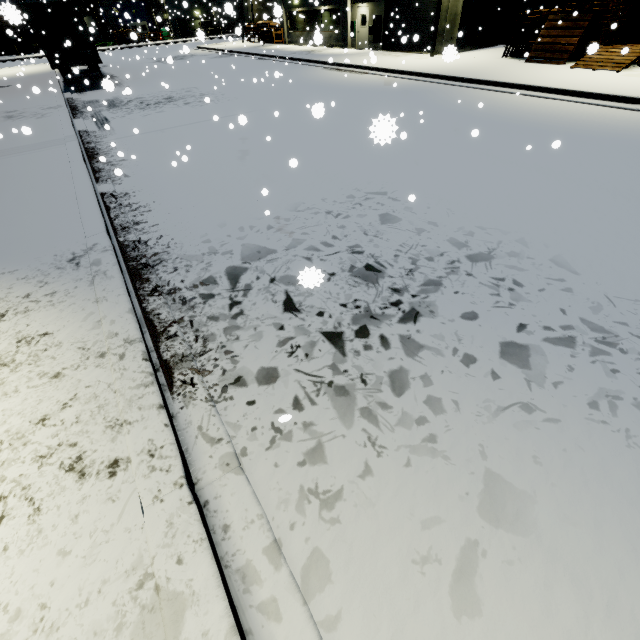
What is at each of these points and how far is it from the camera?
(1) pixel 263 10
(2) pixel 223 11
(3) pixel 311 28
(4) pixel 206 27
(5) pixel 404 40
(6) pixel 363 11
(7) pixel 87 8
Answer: (1) semi trailer, 41.12m
(2) semi trailer, 48.12m
(3) building, 30.16m
(4) concrete block, 52.97m
(5) roll-up door, 9.93m
(6) door, 24.58m
(7) building, 23.30m

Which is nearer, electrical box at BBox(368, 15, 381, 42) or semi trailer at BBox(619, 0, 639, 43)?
semi trailer at BBox(619, 0, 639, 43)

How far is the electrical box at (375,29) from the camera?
23.5m

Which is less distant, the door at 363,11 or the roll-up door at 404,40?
the roll-up door at 404,40

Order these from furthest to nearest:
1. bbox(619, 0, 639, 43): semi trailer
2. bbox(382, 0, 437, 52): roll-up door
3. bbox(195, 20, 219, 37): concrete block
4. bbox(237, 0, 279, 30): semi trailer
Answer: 1. bbox(382, 0, 437, 52): roll-up door
2. bbox(619, 0, 639, 43): semi trailer
3. bbox(237, 0, 279, 30): semi trailer
4. bbox(195, 20, 219, 37): concrete block

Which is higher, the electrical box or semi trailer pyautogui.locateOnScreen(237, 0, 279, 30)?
semi trailer pyautogui.locateOnScreen(237, 0, 279, 30)

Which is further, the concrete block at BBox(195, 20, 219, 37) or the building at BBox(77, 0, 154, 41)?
the building at BBox(77, 0, 154, 41)

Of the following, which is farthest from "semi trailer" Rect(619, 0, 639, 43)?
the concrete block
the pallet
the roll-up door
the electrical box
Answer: the concrete block
